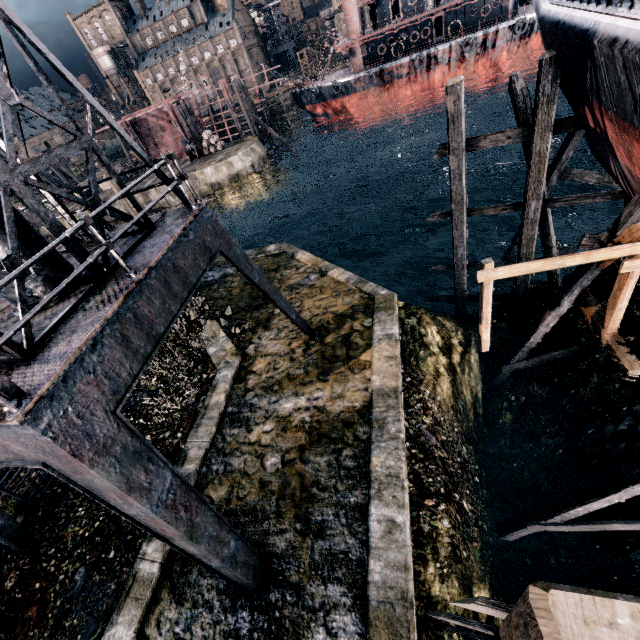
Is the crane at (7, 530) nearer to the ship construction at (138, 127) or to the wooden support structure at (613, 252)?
the wooden support structure at (613, 252)

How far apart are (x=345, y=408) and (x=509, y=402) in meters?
10.2 m

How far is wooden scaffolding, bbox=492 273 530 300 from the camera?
14.9 meters

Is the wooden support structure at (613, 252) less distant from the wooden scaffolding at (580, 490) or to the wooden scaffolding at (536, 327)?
the wooden scaffolding at (536, 327)

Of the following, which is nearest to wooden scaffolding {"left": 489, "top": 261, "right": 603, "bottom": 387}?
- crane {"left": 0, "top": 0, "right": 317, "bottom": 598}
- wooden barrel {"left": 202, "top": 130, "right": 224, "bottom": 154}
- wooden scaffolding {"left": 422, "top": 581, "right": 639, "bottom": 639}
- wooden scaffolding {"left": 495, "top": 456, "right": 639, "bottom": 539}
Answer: wooden scaffolding {"left": 495, "top": 456, "right": 639, "bottom": 539}

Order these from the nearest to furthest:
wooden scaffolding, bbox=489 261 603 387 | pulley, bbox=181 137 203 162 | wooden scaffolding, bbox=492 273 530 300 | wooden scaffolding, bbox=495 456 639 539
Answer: wooden scaffolding, bbox=495 456 639 539
wooden scaffolding, bbox=489 261 603 387
wooden scaffolding, bbox=492 273 530 300
pulley, bbox=181 137 203 162

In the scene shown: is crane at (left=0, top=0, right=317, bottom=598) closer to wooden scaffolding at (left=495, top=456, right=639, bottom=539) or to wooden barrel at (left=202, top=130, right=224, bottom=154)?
wooden scaffolding at (left=495, top=456, right=639, bottom=539)

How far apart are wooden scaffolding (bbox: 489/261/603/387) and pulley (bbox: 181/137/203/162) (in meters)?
45.70
